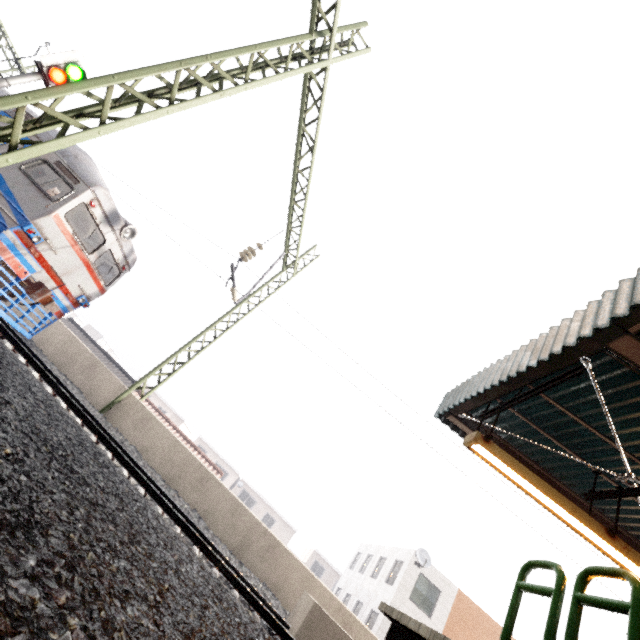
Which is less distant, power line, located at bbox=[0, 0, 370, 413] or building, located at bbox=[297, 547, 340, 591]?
power line, located at bbox=[0, 0, 370, 413]

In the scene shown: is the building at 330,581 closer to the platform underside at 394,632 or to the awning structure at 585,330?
the awning structure at 585,330

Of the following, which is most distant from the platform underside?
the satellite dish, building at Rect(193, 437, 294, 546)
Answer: building at Rect(193, 437, 294, 546)

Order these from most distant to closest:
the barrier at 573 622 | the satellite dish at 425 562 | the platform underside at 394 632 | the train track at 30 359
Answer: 1. the satellite dish at 425 562
2. the train track at 30 359
3. the platform underside at 394 632
4. the barrier at 573 622

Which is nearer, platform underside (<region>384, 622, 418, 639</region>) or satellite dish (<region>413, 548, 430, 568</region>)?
platform underside (<region>384, 622, 418, 639</region>)

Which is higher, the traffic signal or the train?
the traffic signal

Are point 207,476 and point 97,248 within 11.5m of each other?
yes

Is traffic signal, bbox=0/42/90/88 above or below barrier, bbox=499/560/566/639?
above
